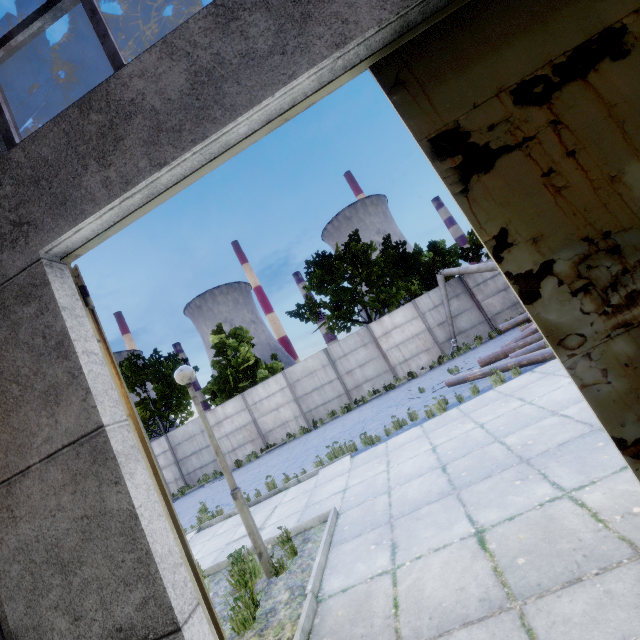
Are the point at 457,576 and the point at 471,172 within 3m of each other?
→ no

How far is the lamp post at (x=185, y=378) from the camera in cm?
479

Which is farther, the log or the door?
the log

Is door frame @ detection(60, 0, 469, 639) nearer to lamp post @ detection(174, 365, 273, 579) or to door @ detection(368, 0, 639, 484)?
door @ detection(368, 0, 639, 484)

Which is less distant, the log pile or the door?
the door

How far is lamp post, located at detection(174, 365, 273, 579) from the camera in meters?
4.8

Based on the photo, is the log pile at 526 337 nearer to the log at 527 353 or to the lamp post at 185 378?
the log at 527 353

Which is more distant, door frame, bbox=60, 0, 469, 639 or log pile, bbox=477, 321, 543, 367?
Answer: log pile, bbox=477, 321, 543, 367
